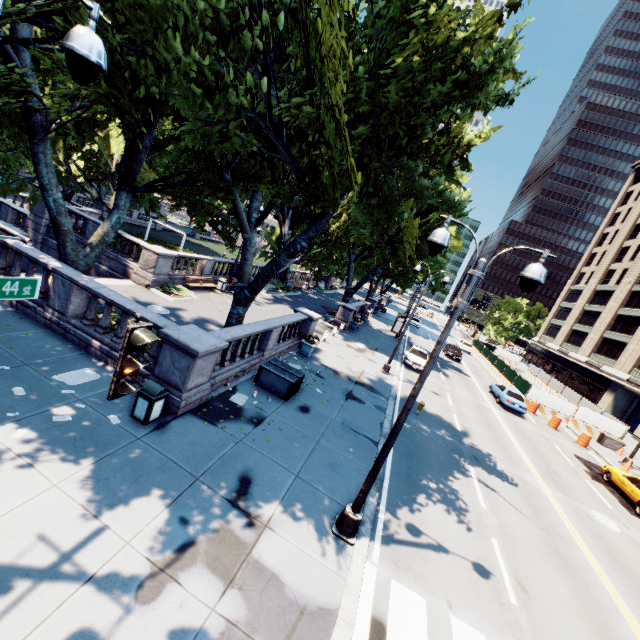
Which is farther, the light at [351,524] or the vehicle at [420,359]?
the vehicle at [420,359]

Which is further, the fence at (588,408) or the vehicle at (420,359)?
the fence at (588,408)

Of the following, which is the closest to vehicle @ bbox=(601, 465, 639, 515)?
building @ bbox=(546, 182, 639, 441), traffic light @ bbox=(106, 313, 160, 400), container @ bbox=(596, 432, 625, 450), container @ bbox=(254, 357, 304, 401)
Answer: container @ bbox=(596, 432, 625, 450)

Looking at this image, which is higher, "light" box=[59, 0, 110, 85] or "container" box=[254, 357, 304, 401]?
"light" box=[59, 0, 110, 85]

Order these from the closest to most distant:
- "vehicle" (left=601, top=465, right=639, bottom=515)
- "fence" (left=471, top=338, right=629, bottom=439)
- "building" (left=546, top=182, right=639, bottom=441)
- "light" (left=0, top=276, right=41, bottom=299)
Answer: "light" (left=0, top=276, right=41, bottom=299) → "vehicle" (left=601, top=465, right=639, bottom=515) → "fence" (left=471, top=338, right=629, bottom=439) → "building" (left=546, top=182, right=639, bottom=441)

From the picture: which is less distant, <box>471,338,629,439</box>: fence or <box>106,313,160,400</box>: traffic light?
<box>106,313,160,400</box>: traffic light

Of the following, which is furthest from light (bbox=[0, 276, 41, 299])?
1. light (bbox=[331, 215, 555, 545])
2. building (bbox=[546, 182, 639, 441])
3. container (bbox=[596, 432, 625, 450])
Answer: container (bbox=[596, 432, 625, 450])

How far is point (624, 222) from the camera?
57.47m
